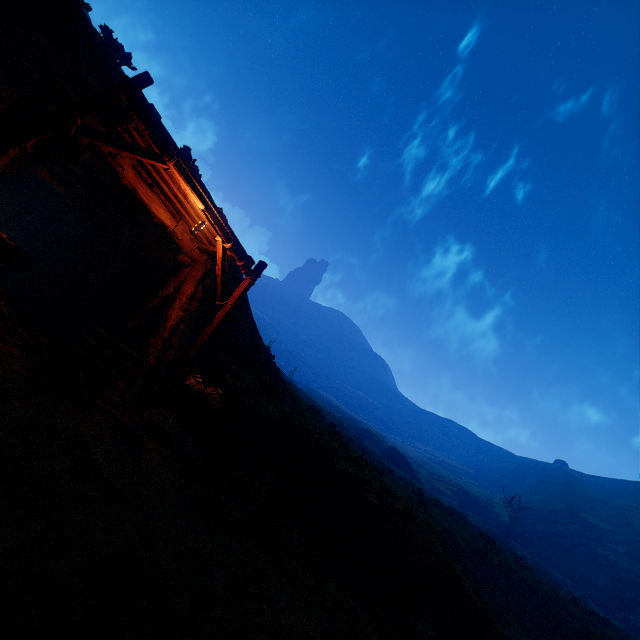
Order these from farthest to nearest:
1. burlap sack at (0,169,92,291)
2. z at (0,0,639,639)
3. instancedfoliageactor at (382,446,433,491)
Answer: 1. instancedfoliageactor at (382,446,433,491)
2. burlap sack at (0,169,92,291)
3. z at (0,0,639,639)

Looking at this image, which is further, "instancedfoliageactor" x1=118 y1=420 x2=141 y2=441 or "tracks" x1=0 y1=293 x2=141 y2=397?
"instancedfoliageactor" x1=118 y1=420 x2=141 y2=441

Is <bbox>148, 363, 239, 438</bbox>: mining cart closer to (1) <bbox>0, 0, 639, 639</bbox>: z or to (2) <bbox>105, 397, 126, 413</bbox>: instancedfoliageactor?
(2) <bbox>105, 397, 126, 413</bbox>: instancedfoliageactor

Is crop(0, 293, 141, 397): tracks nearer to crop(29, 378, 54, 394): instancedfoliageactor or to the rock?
crop(29, 378, 54, 394): instancedfoliageactor

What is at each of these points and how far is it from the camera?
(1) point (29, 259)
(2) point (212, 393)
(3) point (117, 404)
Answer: (1) tracks, 10.3 meters
(2) burlap sack, 7.6 meters
(3) instancedfoliageactor, 5.9 meters

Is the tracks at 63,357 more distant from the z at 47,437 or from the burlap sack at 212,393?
the z at 47,437

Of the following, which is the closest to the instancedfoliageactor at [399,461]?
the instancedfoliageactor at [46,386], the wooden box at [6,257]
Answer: the instancedfoliageactor at [46,386]

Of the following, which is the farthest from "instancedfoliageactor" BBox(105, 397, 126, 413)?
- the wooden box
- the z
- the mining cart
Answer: the z
